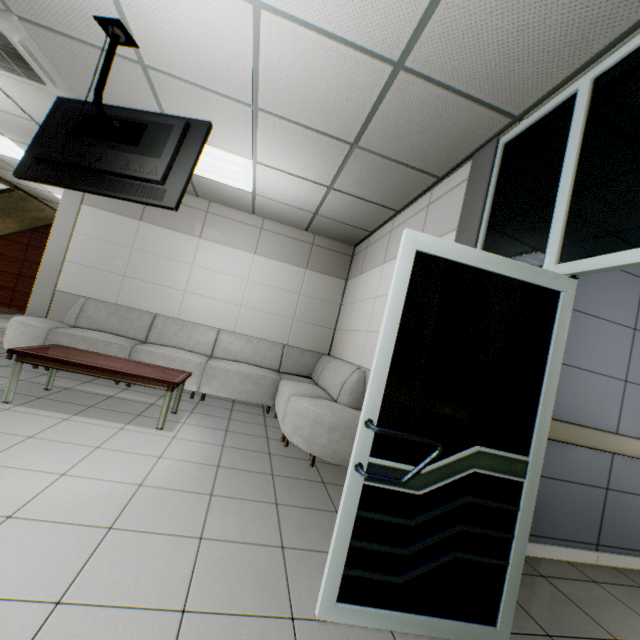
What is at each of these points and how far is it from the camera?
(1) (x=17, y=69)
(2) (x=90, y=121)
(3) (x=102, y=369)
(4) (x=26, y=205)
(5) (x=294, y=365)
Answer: (1) air conditioning vent, 3.22m
(2) tv, 2.69m
(3) table, 3.25m
(4) stairs, 8.92m
(5) sofa, 5.79m

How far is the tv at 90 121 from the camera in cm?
252

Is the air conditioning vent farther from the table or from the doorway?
the doorway

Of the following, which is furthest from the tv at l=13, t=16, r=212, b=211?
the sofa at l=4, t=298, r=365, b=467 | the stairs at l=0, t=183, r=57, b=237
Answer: the stairs at l=0, t=183, r=57, b=237

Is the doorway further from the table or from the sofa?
the table

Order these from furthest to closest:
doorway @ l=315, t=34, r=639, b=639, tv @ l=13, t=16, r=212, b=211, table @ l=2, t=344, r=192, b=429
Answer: table @ l=2, t=344, r=192, b=429 < tv @ l=13, t=16, r=212, b=211 < doorway @ l=315, t=34, r=639, b=639

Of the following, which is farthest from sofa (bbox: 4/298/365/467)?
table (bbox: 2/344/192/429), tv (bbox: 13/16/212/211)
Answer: tv (bbox: 13/16/212/211)

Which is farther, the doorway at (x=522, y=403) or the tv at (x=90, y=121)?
the tv at (x=90, y=121)
